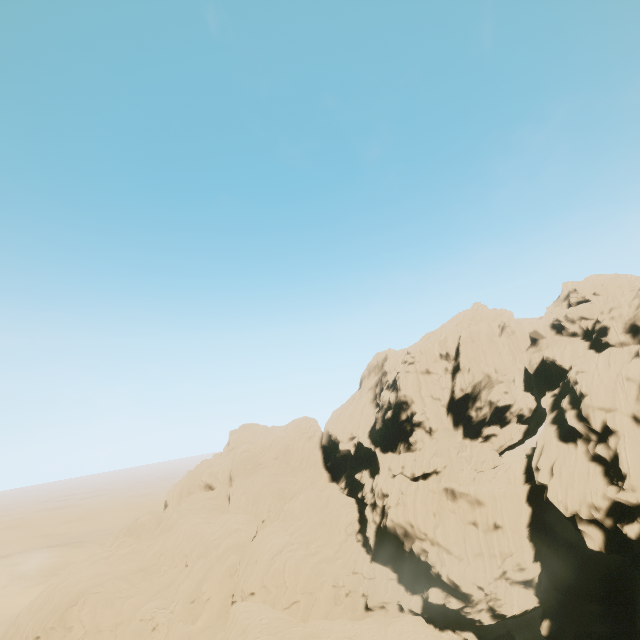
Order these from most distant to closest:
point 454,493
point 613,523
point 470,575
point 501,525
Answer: point 454,493 < point 501,525 < point 470,575 < point 613,523
